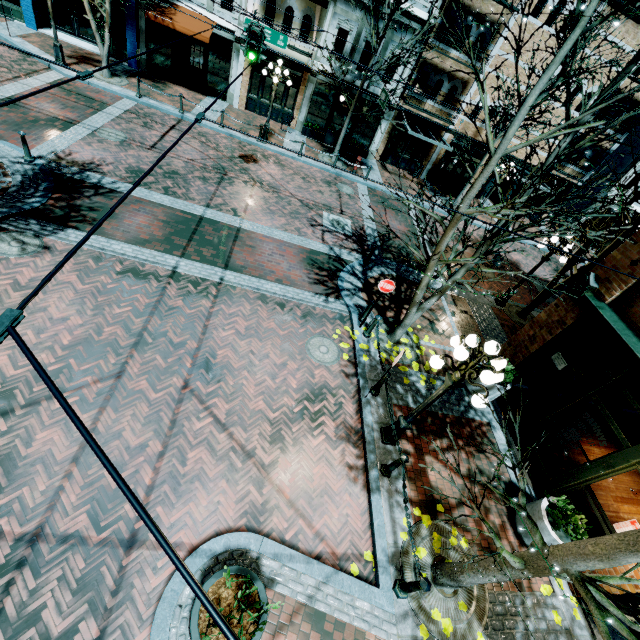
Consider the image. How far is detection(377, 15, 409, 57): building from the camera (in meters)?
16.83

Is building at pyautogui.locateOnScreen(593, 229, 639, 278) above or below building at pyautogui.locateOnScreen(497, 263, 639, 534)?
above

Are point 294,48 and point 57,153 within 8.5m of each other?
no

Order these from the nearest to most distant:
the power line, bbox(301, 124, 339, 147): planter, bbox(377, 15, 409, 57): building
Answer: the power line < bbox(377, 15, 409, 57): building < bbox(301, 124, 339, 147): planter

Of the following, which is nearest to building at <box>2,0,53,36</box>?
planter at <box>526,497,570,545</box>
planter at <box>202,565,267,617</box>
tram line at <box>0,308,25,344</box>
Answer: planter at <box>526,497,570,545</box>

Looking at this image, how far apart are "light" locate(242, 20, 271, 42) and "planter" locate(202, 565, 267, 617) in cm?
1366

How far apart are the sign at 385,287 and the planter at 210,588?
6.6m

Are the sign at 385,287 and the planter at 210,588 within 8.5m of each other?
yes
